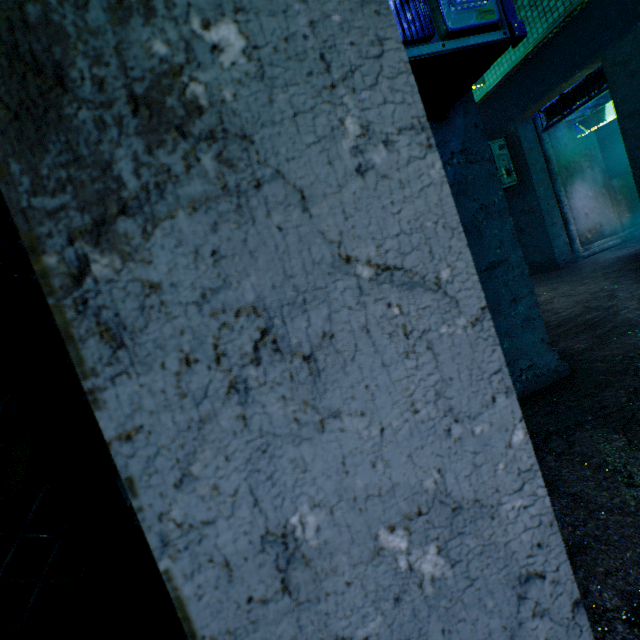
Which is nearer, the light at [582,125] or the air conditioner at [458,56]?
the air conditioner at [458,56]

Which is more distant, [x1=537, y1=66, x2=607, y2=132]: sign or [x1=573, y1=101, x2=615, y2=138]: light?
[x1=573, y1=101, x2=615, y2=138]: light

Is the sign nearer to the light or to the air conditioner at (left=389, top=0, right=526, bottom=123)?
the light

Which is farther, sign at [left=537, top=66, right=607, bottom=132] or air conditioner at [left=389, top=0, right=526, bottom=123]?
sign at [left=537, top=66, right=607, bottom=132]

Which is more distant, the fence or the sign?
the sign

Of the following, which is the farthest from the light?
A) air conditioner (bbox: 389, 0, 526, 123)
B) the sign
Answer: air conditioner (bbox: 389, 0, 526, 123)

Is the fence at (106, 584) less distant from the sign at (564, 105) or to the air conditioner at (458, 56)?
the air conditioner at (458, 56)

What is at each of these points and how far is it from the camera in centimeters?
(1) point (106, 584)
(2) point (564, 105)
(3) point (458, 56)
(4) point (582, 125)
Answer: (1) fence, 115cm
(2) sign, 583cm
(3) air conditioner, 138cm
(4) light, 651cm
